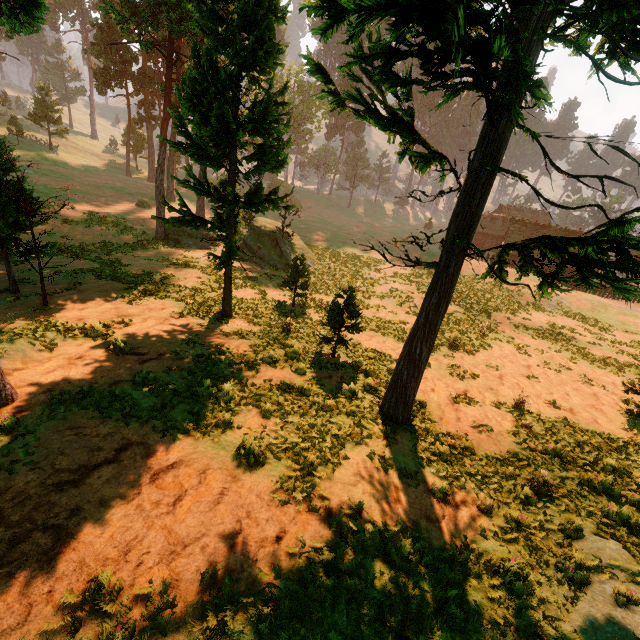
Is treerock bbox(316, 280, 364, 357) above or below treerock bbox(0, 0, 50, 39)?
below

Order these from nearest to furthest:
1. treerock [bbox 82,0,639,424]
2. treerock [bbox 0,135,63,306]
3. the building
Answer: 1. treerock [bbox 82,0,639,424]
2. treerock [bbox 0,135,63,306]
3. the building

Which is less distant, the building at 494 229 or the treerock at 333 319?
the treerock at 333 319

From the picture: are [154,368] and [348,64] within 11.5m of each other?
yes

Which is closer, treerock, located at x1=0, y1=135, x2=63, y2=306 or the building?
treerock, located at x1=0, y1=135, x2=63, y2=306

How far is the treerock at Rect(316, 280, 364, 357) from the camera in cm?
1298

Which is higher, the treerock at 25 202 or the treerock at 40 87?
the treerock at 40 87
